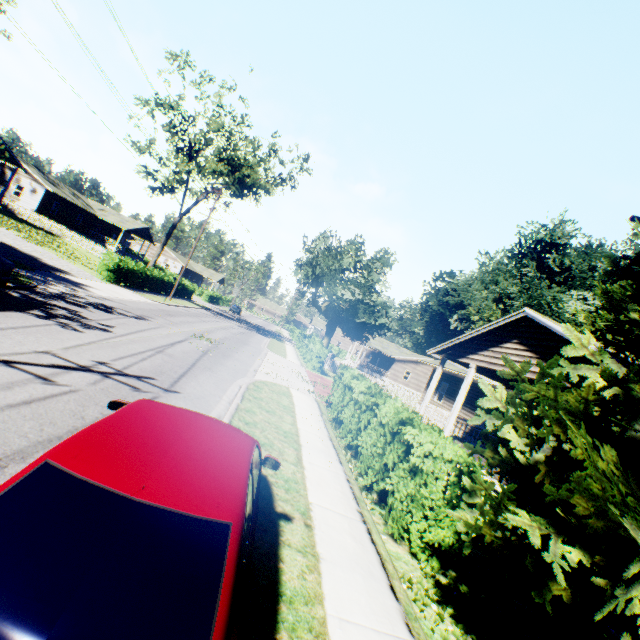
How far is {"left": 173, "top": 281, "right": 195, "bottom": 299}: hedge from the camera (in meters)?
38.50

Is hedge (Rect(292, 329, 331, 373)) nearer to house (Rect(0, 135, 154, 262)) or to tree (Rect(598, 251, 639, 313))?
house (Rect(0, 135, 154, 262))

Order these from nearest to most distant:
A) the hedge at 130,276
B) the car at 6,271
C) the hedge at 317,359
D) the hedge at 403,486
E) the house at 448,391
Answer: the hedge at 403,486, the car at 6,271, the house at 448,391, the hedge at 130,276, the hedge at 317,359

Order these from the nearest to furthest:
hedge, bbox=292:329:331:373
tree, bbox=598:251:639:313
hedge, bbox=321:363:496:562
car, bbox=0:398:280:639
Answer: car, bbox=0:398:280:639
tree, bbox=598:251:639:313
hedge, bbox=321:363:496:562
hedge, bbox=292:329:331:373

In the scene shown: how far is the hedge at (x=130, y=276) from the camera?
23.5 meters

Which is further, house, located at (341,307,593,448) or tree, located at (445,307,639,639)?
house, located at (341,307,593,448)

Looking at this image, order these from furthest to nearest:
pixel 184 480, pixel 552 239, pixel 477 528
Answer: pixel 552 239 → pixel 477 528 → pixel 184 480

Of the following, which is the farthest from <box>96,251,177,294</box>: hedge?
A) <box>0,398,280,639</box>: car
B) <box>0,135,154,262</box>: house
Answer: <box>0,398,280,639</box>: car
